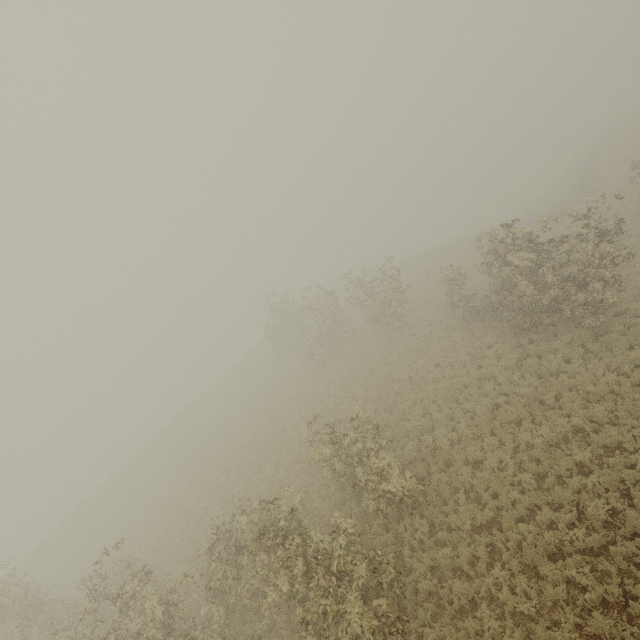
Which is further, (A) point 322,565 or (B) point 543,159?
(B) point 543,159
